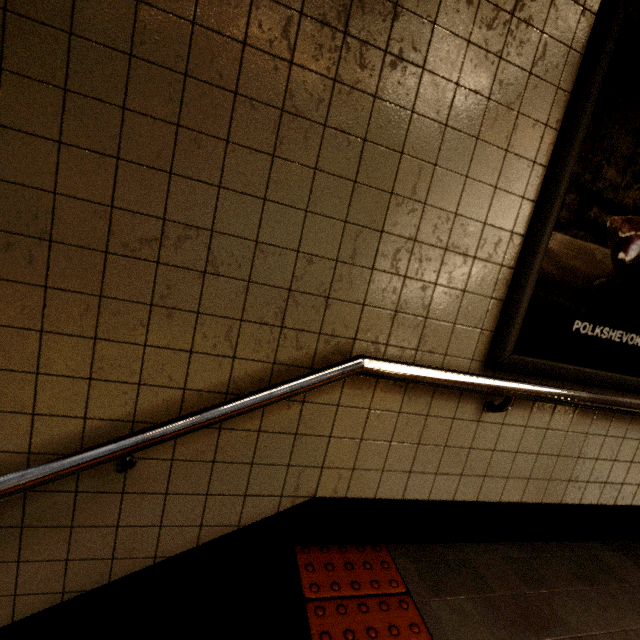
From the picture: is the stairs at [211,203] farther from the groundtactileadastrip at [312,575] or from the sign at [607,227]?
the sign at [607,227]

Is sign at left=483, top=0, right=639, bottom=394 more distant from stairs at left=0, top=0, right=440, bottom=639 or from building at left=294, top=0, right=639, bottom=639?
stairs at left=0, top=0, right=440, bottom=639

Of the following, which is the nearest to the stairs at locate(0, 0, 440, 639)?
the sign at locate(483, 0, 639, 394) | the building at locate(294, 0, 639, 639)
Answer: the building at locate(294, 0, 639, 639)

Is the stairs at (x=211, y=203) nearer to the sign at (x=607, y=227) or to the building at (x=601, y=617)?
the building at (x=601, y=617)

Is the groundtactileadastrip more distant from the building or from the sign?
the sign

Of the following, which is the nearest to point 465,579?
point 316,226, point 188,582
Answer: point 188,582

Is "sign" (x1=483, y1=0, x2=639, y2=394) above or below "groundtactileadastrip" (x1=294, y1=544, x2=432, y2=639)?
above
